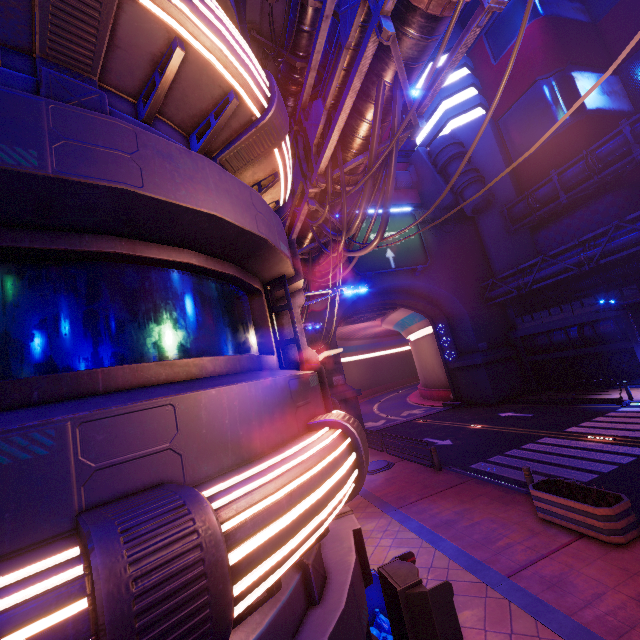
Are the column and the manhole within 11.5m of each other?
no

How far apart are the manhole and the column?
18.4 meters

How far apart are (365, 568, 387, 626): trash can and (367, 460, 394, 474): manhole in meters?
9.0 m

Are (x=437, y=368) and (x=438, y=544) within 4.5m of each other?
no

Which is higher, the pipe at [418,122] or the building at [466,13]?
the building at [466,13]

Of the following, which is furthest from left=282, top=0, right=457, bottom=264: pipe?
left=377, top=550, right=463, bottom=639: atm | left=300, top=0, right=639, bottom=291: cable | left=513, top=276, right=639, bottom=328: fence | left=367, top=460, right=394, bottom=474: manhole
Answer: left=513, top=276, right=639, bottom=328: fence

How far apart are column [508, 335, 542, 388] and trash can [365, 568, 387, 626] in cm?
2725

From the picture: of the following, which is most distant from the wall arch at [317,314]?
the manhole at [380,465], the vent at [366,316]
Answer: the manhole at [380,465]
